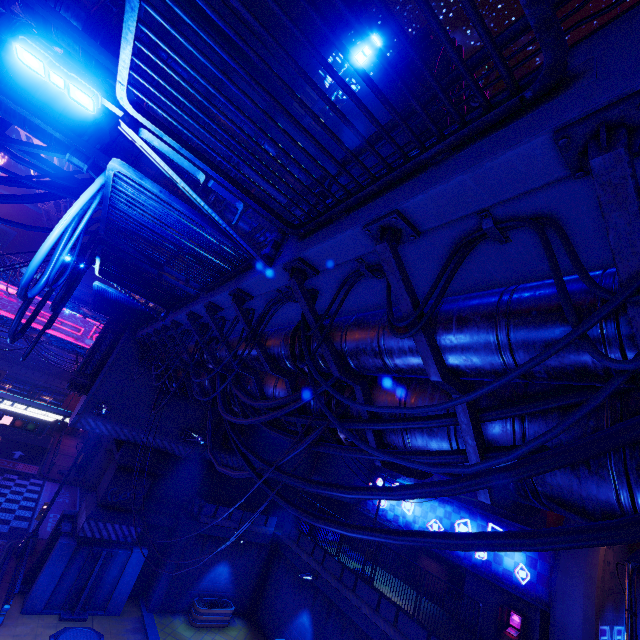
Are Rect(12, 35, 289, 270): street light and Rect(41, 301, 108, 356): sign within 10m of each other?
no

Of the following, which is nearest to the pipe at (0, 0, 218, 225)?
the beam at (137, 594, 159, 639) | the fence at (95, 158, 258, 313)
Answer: the fence at (95, 158, 258, 313)

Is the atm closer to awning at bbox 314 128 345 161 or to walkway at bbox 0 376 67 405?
awning at bbox 314 128 345 161

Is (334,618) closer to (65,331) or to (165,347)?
(165,347)

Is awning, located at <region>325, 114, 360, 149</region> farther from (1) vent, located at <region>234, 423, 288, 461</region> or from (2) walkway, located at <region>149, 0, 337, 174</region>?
(1) vent, located at <region>234, 423, 288, 461</region>

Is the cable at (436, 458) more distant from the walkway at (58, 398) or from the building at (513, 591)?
the walkway at (58, 398)

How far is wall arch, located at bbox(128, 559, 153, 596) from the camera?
17.12m

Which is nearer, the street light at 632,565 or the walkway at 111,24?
the street light at 632,565
